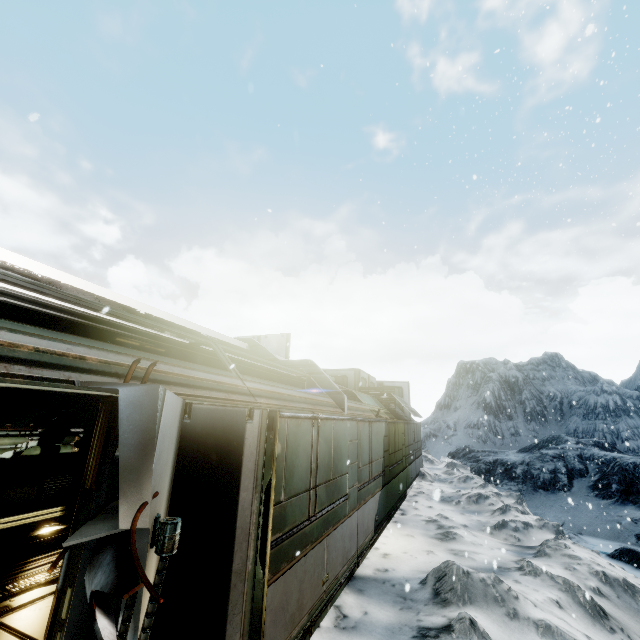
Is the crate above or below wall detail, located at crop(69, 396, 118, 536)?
below

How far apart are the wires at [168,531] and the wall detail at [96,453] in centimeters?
80cm

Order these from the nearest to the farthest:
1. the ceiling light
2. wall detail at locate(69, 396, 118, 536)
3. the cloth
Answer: wall detail at locate(69, 396, 118, 536) → the ceiling light → the cloth

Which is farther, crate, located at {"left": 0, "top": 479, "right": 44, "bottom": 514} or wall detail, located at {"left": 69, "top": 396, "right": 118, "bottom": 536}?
crate, located at {"left": 0, "top": 479, "right": 44, "bottom": 514}

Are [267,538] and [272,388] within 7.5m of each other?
yes

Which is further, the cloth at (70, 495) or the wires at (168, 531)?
the cloth at (70, 495)

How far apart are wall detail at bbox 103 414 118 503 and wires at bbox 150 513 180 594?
0.8m

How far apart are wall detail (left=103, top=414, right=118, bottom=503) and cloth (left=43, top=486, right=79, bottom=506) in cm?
714
